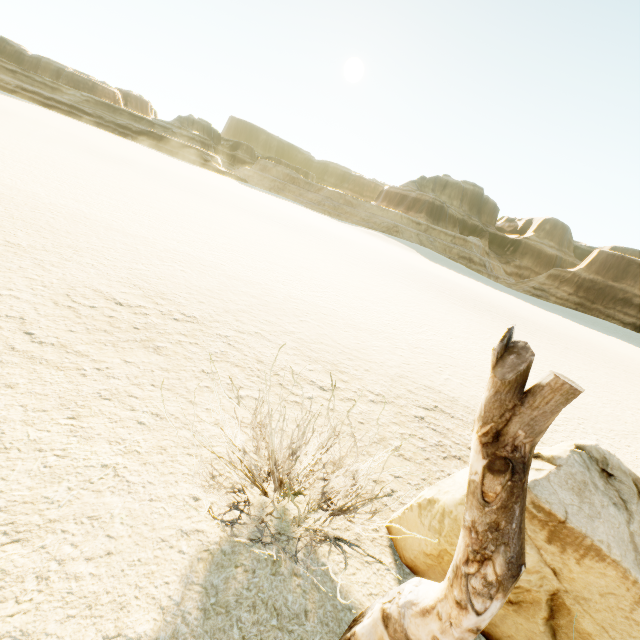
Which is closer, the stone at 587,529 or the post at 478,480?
the post at 478,480

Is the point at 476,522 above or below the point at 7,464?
above

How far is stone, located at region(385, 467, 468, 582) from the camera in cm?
246

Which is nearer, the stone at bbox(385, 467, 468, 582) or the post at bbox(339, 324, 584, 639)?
the post at bbox(339, 324, 584, 639)
